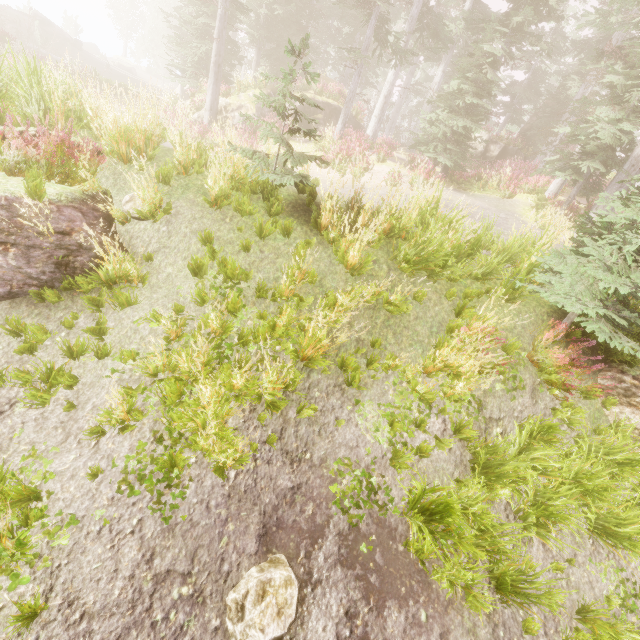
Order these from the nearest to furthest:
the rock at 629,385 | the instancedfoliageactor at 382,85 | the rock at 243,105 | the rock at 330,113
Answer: the instancedfoliageactor at 382,85, the rock at 629,385, the rock at 243,105, the rock at 330,113

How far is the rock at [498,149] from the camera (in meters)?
25.31

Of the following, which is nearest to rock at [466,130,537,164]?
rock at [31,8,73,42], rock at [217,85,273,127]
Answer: rock at [217,85,273,127]

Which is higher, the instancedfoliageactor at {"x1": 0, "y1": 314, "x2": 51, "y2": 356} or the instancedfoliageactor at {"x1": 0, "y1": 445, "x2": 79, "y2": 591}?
the instancedfoliageactor at {"x1": 0, "y1": 314, "x2": 51, "y2": 356}

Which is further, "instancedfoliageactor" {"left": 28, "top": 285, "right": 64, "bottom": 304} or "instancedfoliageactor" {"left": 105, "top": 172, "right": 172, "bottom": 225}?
"instancedfoliageactor" {"left": 105, "top": 172, "right": 172, "bottom": 225}

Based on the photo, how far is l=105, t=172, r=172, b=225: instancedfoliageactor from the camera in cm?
503

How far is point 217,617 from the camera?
3.2 meters
